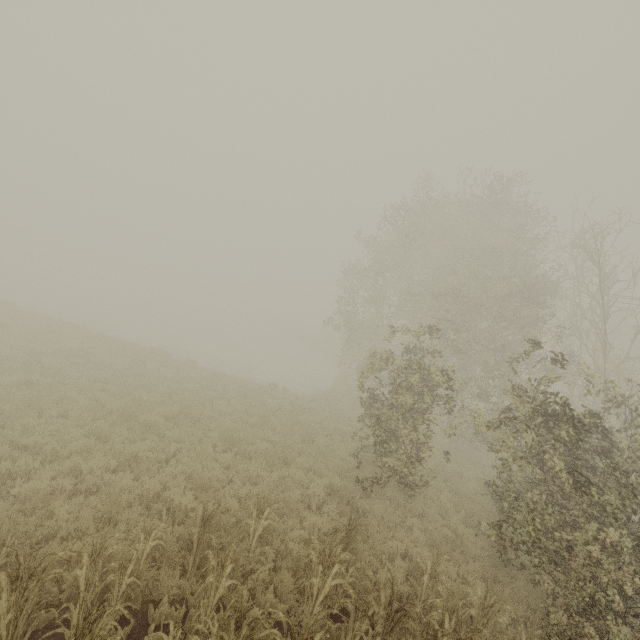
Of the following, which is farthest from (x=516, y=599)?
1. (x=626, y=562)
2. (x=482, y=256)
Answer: (x=482, y=256)
